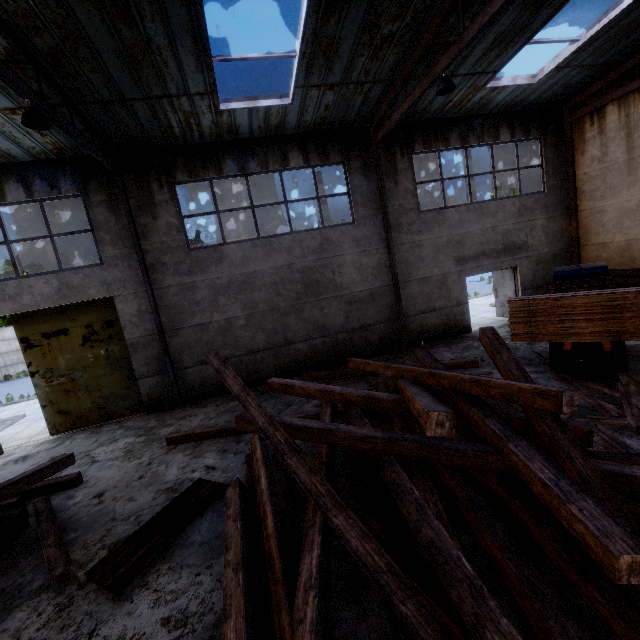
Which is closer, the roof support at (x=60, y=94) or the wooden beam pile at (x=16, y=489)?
the wooden beam pile at (x=16, y=489)

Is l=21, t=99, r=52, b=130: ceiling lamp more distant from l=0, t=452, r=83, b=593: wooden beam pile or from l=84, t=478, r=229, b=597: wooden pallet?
l=84, t=478, r=229, b=597: wooden pallet

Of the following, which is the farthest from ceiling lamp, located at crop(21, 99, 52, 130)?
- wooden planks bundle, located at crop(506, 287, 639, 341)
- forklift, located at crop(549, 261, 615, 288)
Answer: forklift, located at crop(549, 261, 615, 288)

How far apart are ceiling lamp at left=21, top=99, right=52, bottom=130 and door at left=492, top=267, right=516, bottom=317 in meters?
14.5

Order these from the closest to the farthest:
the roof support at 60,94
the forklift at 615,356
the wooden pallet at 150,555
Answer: the wooden pallet at 150,555 < the roof support at 60,94 < the forklift at 615,356

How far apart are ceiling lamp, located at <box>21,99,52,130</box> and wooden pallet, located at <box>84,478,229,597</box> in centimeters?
689cm

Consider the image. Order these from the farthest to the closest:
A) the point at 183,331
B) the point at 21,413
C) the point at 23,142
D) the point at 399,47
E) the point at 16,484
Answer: the point at 21,413, the point at 183,331, the point at 23,142, the point at 399,47, the point at 16,484

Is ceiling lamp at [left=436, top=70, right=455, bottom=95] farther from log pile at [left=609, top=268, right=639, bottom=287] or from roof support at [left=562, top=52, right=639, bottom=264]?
log pile at [left=609, top=268, right=639, bottom=287]
